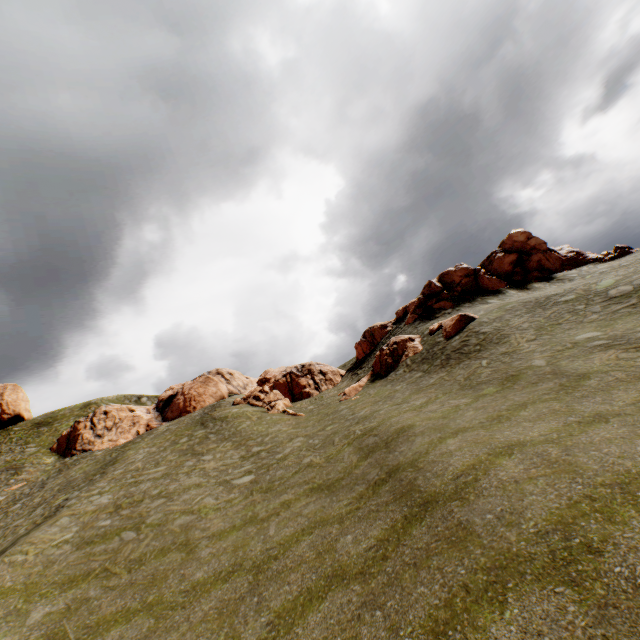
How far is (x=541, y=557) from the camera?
5.54m

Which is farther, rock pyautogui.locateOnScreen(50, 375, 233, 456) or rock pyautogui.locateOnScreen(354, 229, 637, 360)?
rock pyautogui.locateOnScreen(50, 375, 233, 456)

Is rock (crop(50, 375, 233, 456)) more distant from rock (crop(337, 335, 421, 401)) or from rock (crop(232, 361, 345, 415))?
rock (crop(337, 335, 421, 401))

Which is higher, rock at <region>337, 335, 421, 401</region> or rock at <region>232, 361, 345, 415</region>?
rock at <region>232, 361, 345, 415</region>

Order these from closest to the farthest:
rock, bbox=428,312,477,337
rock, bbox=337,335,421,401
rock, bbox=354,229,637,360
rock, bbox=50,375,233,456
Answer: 1. rock, bbox=428,312,477,337
2. rock, bbox=337,335,421,401
3. rock, bbox=354,229,637,360
4. rock, bbox=50,375,233,456

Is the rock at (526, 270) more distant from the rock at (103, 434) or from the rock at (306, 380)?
the rock at (103, 434)

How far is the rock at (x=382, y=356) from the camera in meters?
31.3 m
